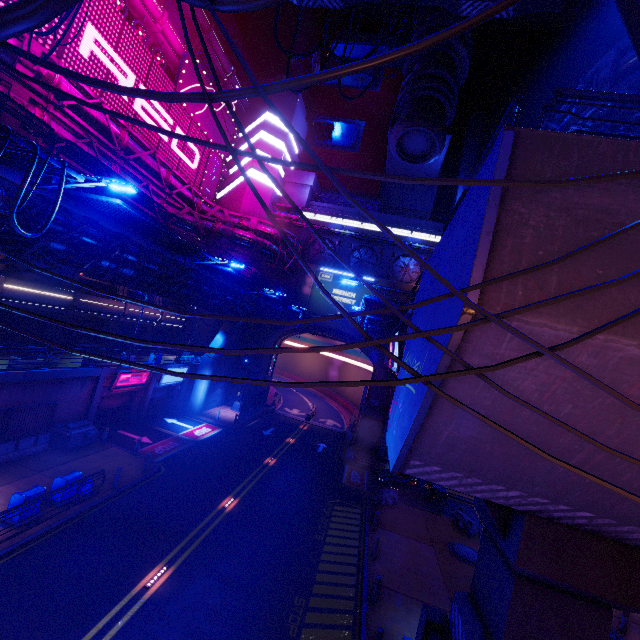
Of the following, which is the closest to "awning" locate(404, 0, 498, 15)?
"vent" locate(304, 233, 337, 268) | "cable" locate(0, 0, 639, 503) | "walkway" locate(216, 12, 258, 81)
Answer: "cable" locate(0, 0, 639, 503)

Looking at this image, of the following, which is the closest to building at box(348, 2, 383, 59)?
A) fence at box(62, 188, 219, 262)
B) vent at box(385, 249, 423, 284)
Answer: vent at box(385, 249, 423, 284)

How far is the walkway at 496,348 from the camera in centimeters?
449cm

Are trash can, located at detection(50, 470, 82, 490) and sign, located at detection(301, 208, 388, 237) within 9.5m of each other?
no

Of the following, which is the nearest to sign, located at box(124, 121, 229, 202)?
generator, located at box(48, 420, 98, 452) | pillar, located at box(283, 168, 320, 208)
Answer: pillar, located at box(283, 168, 320, 208)

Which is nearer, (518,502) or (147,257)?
(518,502)

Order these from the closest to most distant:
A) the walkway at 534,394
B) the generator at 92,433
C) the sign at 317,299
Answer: the walkway at 534,394 < the generator at 92,433 < the sign at 317,299

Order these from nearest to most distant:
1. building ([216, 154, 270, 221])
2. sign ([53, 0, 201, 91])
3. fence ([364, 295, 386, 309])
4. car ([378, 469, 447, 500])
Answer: fence ([364, 295, 386, 309]) → sign ([53, 0, 201, 91]) → car ([378, 469, 447, 500]) → building ([216, 154, 270, 221])
